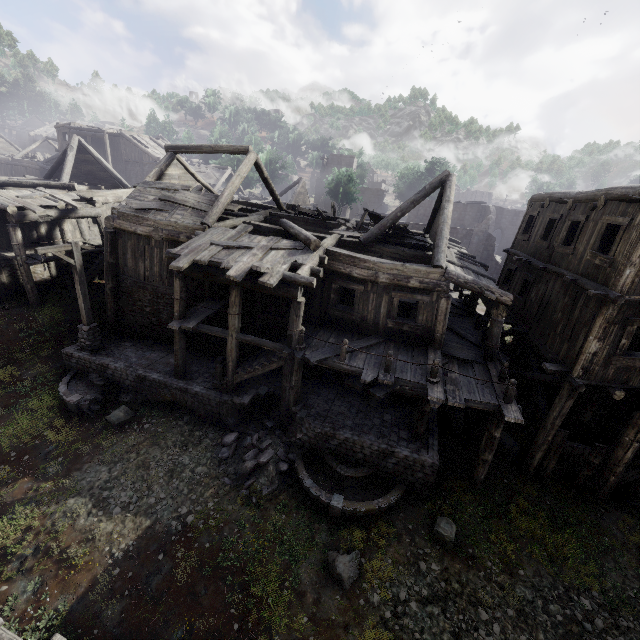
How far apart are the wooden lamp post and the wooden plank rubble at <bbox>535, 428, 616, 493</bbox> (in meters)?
18.38

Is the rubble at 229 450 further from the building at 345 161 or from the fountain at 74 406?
the fountain at 74 406

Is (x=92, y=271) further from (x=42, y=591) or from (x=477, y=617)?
(x=477, y=617)

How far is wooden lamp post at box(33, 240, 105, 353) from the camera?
12.2 meters

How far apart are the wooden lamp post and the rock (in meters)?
2.95

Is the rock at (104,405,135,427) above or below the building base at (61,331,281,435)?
below

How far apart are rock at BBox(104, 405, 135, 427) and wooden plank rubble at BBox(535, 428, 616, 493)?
15.5 meters

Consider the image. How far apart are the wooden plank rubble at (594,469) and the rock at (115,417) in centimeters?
1548cm
